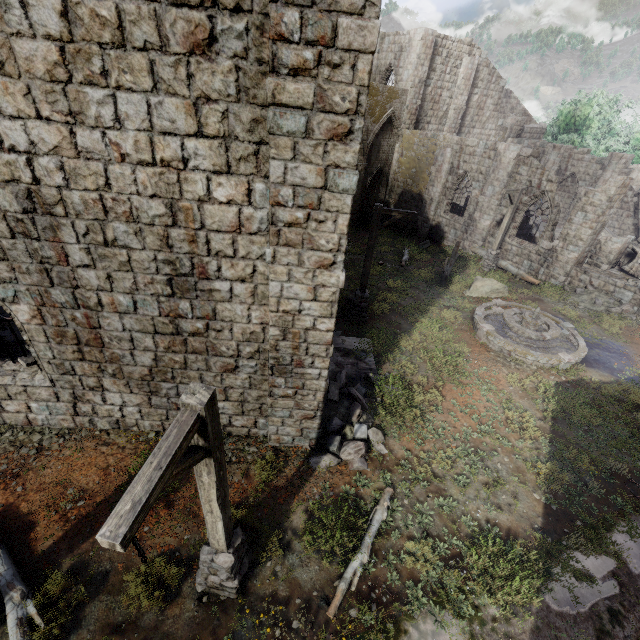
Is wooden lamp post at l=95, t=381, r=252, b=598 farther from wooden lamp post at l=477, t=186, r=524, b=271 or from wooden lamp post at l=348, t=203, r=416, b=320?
wooden lamp post at l=477, t=186, r=524, b=271

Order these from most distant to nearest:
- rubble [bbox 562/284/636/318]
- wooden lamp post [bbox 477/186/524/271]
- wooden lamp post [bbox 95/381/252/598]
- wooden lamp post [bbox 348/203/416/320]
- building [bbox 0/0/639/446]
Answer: wooden lamp post [bbox 477/186/524/271] < rubble [bbox 562/284/636/318] < wooden lamp post [bbox 348/203/416/320] < building [bbox 0/0/639/446] < wooden lamp post [bbox 95/381/252/598]

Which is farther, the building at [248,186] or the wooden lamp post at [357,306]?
the wooden lamp post at [357,306]

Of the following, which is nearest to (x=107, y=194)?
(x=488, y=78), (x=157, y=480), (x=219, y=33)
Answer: (x=219, y=33)

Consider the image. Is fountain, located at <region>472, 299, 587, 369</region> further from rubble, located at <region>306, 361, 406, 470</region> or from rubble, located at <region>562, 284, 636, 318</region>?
rubble, located at <region>306, 361, 406, 470</region>

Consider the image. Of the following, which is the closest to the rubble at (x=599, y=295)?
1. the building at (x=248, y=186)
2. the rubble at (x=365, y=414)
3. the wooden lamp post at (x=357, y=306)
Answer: the building at (x=248, y=186)

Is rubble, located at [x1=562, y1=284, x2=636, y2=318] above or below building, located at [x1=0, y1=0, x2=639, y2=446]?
below

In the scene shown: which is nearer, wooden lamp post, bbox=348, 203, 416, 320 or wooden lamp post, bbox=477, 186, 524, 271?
wooden lamp post, bbox=348, 203, 416, 320
